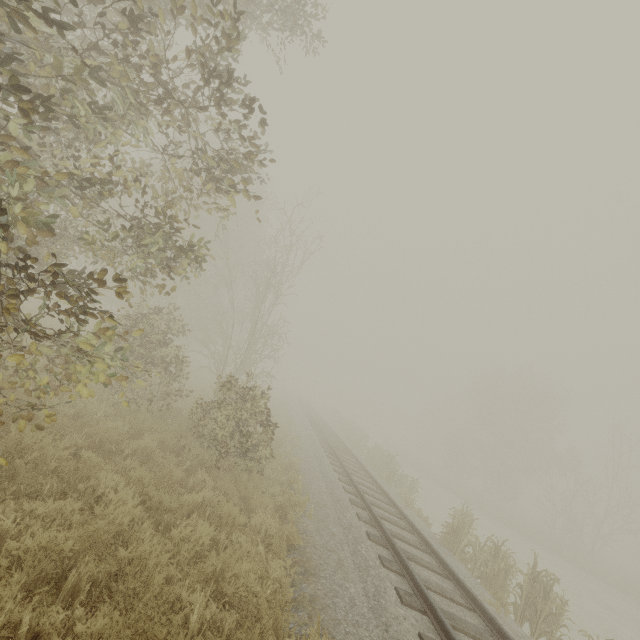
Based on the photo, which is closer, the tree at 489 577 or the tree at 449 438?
the tree at 489 577

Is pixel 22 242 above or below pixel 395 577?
above

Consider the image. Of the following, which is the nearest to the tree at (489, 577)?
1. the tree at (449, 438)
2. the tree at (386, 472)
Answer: the tree at (386, 472)

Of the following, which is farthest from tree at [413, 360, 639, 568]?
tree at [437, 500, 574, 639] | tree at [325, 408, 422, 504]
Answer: tree at [437, 500, 574, 639]

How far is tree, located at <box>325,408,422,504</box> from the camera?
16.75m

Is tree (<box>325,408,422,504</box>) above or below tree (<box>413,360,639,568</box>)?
below

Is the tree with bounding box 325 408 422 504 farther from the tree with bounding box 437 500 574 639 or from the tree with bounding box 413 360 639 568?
the tree with bounding box 413 360 639 568
